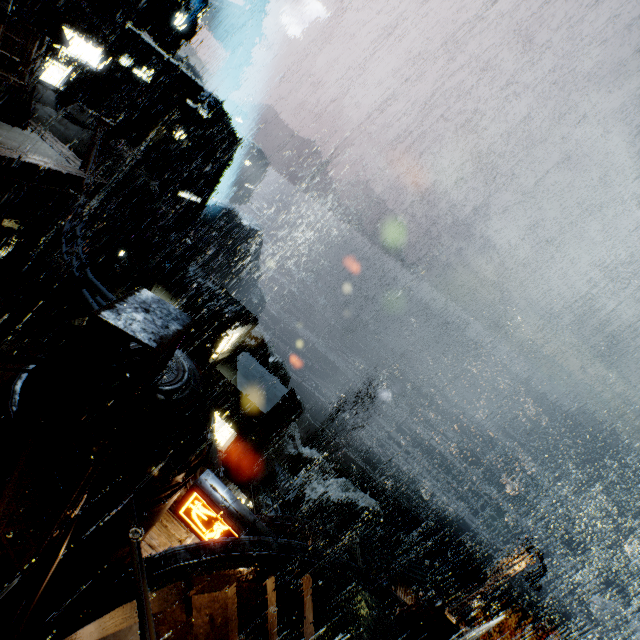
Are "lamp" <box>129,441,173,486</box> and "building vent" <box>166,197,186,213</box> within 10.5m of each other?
no

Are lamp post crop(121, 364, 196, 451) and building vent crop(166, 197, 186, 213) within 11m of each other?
no

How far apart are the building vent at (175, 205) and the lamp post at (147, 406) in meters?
45.7 m

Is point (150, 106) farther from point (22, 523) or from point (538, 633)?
point (538, 633)

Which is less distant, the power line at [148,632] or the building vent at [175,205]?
the power line at [148,632]

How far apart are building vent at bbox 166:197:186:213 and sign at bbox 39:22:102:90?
20.7 meters

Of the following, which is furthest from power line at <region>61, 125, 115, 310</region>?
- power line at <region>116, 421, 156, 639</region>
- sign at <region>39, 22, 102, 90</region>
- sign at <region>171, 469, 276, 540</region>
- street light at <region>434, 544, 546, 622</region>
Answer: street light at <region>434, 544, 546, 622</region>

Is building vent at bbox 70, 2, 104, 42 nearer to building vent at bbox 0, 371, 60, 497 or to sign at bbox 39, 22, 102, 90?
sign at bbox 39, 22, 102, 90
